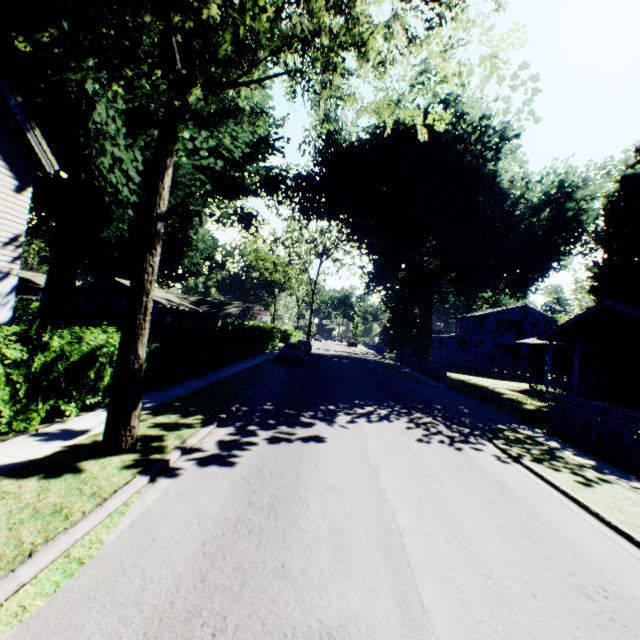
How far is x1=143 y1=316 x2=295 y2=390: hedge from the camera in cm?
1188

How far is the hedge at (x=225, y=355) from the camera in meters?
11.9 m

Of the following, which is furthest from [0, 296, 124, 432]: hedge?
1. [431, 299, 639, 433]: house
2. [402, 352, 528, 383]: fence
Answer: [431, 299, 639, 433]: house

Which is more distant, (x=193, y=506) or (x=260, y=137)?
(x=260, y=137)

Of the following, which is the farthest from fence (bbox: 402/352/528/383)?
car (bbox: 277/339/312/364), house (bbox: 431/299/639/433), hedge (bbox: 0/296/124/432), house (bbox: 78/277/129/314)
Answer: house (bbox: 78/277/129/314)

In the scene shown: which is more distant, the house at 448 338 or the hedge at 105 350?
the house at 448 338

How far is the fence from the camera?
27.47m

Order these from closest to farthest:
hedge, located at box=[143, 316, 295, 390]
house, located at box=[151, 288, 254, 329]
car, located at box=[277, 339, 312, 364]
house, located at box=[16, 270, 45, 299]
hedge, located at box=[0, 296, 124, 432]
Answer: hedge, located at box=[0, 296, 124, 432], hedge, located at box=[143, 316, 295, 390], car, located at box=[277, 339, 312, 364], house, located at box=[151, 288, 254, 329], house, located at box=[16, 270, 45, 299]
